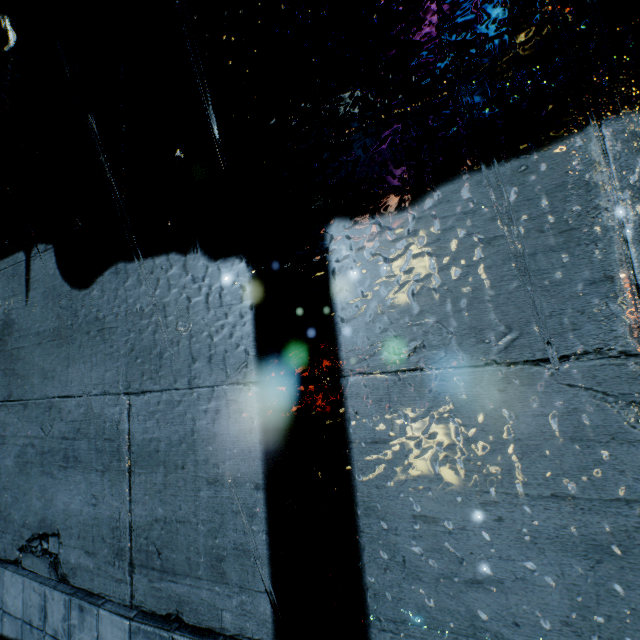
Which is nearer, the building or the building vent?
the building

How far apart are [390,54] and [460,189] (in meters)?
0.71

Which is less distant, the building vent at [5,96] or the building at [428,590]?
the building at [428,590]
